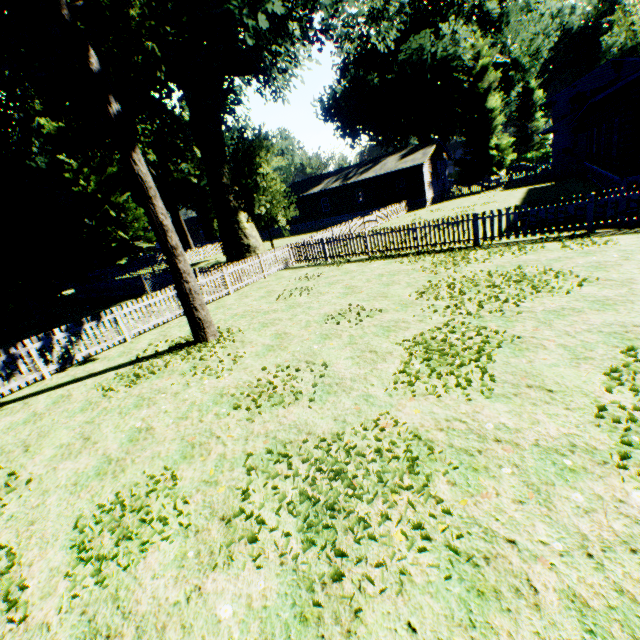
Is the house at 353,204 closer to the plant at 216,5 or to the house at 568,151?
the plant at 216,5

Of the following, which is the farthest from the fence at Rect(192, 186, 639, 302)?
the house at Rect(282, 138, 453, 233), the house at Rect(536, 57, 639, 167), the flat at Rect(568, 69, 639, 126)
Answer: the flat at Rect(568, 69, 639, 126)

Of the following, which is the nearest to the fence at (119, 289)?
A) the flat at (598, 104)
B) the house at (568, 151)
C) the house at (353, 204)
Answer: the house at (353, 204)

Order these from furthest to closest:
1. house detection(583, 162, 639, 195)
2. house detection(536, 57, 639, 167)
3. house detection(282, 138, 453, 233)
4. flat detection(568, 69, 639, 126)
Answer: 1. house detection(282, 138, 453, 233)
2. house detection(536, 57, 639, 167)
3. house detection(583, 162, 639, 195)
4. flat detection(568, 69, 639, 126)

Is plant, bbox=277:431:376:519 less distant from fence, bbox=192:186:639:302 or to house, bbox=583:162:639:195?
fence, bbox=192:186:639:302

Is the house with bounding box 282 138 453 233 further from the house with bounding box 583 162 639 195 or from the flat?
the house with bounding box 583 162 639 195

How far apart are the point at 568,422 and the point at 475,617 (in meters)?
2.51

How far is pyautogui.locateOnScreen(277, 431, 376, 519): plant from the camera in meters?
3.4
